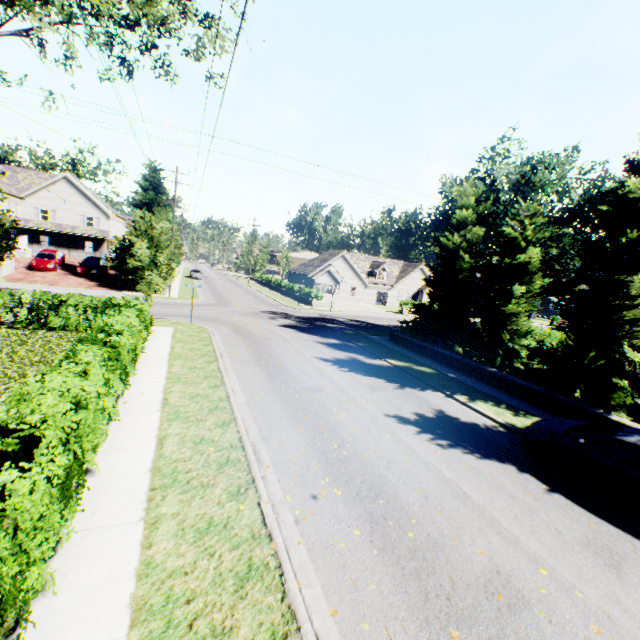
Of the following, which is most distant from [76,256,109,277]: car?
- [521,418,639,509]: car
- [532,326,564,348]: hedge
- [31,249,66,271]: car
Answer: [532,326,564,348]: hedge

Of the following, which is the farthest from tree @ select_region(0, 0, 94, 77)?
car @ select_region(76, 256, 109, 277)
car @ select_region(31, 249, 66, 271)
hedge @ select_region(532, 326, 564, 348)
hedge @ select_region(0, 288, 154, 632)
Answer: car @ select_region(31, 249, 66, 271)

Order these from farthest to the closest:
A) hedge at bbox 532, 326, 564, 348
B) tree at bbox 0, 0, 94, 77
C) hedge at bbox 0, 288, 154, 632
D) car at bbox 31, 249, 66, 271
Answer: car at bbox 31, 249, 66, 271, hedge at bbox 532, 326, 564, 348, tree at bbox 0, 0, 94, 77, hedge at bbox 0, 288, 154, 632

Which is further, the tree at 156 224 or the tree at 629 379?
the tree at 156 224

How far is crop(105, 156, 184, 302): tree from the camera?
17.8 meters

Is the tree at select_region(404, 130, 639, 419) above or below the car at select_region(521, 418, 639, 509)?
above

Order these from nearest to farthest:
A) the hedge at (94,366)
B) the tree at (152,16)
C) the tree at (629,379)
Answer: the hedge at (94,366), the tree at (152,16), the tree at (629,379)

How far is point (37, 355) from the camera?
11.8m
